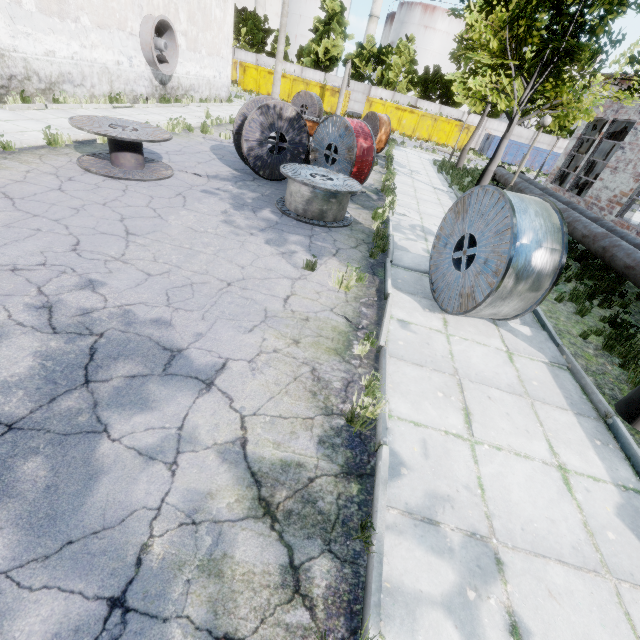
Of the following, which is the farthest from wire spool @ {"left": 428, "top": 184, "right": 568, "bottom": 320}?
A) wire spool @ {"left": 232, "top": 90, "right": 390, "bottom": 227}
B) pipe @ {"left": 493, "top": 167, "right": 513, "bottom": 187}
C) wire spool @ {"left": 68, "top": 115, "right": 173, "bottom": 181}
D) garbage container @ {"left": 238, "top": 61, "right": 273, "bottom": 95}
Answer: garbage container @ {"left": 238, "top": 61, "right": 273, "bottom": 95}

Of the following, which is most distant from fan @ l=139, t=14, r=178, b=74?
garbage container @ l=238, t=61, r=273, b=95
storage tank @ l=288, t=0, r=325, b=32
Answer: storage tank @ l=288, t=0, r=325, b=32

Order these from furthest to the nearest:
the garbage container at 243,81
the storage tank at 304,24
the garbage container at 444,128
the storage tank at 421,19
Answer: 1. the storage tank at 304,24
2. the storage tank at 421,19
3. the garbage container at 243,81
4. the garbage container at 444,128

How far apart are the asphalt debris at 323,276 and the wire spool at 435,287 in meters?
1.2 m

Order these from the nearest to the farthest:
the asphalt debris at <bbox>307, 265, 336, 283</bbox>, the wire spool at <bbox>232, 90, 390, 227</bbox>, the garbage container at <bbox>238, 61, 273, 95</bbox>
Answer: the asphalt debris at <bbox>307, 265, 336, 283</bbox> → the wire spool at <bbox>232, 90, 390, 227</bbox> → the garbage container at <bbox>238, 61, 273, 95</bbox>

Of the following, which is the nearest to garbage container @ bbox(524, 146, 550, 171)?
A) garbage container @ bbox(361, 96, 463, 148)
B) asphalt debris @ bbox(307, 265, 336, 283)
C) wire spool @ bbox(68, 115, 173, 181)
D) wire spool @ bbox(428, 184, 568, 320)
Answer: garbage container @ bbox(361, 96, 463, 148)

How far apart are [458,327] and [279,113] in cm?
762

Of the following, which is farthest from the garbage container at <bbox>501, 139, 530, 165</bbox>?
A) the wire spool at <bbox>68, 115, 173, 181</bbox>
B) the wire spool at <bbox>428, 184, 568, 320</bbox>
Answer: the wire spool at <bbox>68, 115, 173, 181</bbox>
